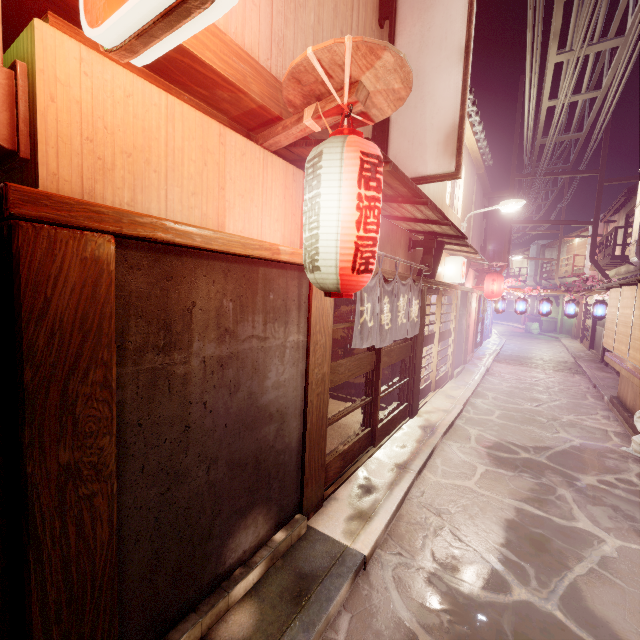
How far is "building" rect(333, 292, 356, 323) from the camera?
13.92m

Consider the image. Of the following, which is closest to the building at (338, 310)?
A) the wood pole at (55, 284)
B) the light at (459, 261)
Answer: the wood pole at (55, 284)

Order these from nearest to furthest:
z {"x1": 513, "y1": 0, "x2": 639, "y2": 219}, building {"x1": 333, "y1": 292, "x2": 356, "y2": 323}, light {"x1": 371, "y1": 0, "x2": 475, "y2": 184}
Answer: light {"x1": 371, "y1": 0, "x2": 475, "y2": 184}
z {"x1": 513, "y1": 0, "x2": 639, "y2": 219}
building {"x1": 333, "y1": 292, "x2": 356, "y2": 323}

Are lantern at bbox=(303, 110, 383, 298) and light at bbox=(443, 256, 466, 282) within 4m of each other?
no

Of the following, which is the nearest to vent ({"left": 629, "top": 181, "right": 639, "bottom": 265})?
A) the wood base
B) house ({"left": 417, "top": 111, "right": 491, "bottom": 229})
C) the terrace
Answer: the terrace

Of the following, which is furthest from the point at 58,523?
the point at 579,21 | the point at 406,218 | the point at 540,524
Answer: the point at 579,21

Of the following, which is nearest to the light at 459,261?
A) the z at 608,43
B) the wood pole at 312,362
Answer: the z at 608,43

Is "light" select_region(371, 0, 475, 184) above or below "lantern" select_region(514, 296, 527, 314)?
above
